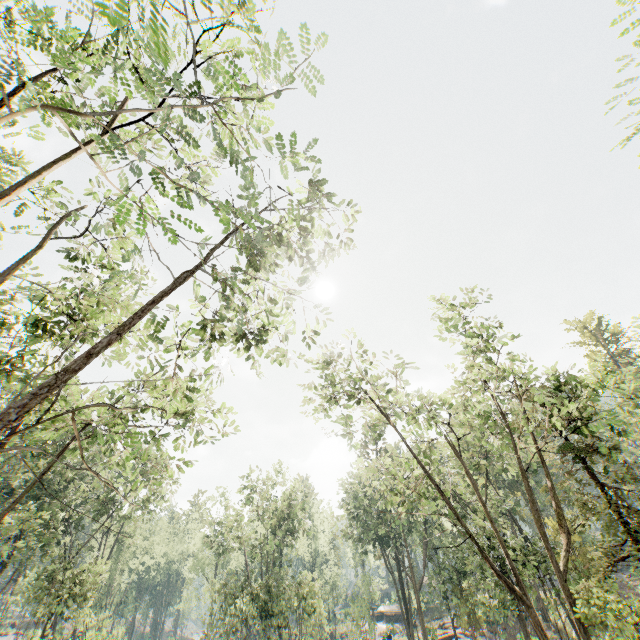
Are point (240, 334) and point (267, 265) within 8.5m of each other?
yes

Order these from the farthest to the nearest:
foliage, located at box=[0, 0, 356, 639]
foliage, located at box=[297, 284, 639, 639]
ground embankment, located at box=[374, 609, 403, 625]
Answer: ground embankment, located at box=[374, 609, 403, 625] < foliage, located at box=[297, 284, 639, 639] < foliage, located at box=[0, 0, 356, 639]

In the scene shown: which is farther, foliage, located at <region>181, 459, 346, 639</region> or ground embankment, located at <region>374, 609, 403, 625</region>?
ground embankment, located at <region>374, 609, 403, 625</region>

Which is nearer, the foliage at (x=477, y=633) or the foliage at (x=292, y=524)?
the foliage at (x=477, y=633)

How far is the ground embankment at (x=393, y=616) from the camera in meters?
51.8 m

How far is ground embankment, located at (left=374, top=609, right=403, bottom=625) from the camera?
51.77m

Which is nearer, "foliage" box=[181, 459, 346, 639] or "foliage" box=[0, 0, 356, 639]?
"foliage" box=[0, 0, 356, 639]
